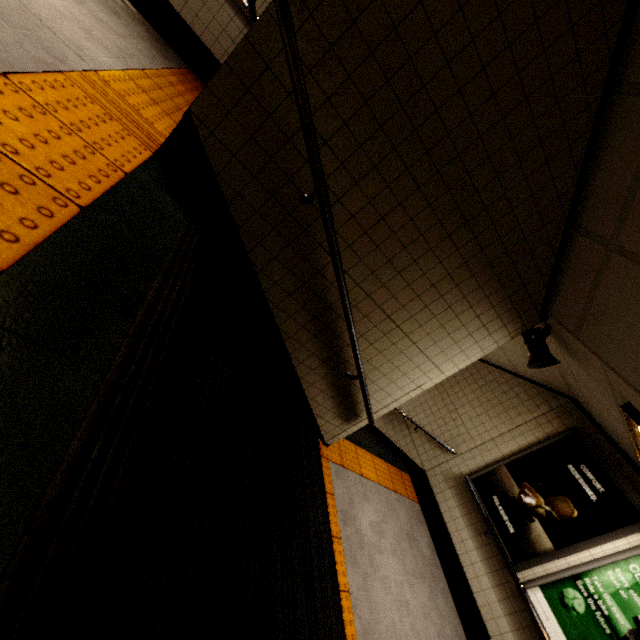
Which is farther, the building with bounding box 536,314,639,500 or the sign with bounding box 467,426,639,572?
the sign with bounding box 467,426,639,572

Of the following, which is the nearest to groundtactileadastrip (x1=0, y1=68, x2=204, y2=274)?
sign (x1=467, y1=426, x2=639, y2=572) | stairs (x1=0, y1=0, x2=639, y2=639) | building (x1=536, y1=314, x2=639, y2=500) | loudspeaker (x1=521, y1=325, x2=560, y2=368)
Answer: stairs (x1=0, y1=0, x2=639, y2=639)

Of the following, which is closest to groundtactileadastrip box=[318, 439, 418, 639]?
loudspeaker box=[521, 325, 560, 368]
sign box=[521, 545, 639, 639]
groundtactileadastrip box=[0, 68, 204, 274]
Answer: sign box=[521, 545, 639, 639]

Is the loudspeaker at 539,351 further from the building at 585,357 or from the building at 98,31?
the building at 98,31

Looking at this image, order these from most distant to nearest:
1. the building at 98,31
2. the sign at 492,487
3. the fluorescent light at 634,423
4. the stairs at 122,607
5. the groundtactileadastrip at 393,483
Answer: the sign at 492,487, the groundtactileadastrip at 393,483, the fluorescent light at 634,423, the building at 98,31, the stairs at 122,607

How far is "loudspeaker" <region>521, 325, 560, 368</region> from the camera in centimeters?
310cm

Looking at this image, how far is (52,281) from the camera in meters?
0.9 m

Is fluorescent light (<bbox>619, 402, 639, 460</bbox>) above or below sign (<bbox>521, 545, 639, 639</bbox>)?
above
